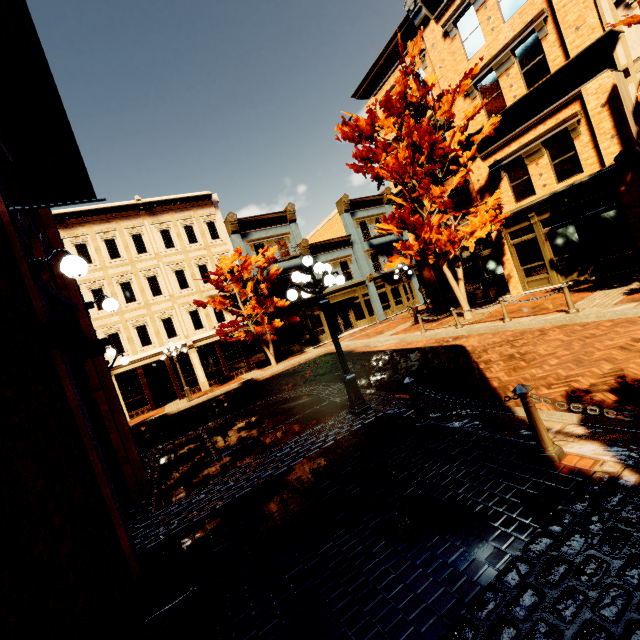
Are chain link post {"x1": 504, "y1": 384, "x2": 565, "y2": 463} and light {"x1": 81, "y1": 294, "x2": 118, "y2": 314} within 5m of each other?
no

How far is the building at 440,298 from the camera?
19.8m

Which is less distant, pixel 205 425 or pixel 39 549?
pixel 39 549

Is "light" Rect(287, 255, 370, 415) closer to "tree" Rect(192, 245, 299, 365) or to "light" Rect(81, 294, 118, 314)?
"light" Rect(81, 294, 118, 314)

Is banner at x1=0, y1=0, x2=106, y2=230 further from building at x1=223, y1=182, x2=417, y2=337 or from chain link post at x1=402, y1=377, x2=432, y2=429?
building at x1=223, y1=182, x2=417, y2=337

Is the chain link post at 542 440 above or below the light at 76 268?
below

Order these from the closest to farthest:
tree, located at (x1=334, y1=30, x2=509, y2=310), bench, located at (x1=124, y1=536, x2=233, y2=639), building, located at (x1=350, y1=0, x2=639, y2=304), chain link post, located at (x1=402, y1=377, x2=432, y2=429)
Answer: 1. bench, located at (x1=124, y1=536, x2=233, y2=639)
2. chain link post, located at (x1=402, y1=377, x2=432, y2=429)
3. building, located at (x1=350, y1=0, x2=639, y2=304)
4. tree, located at (x1=334, y1=30, x2=509, y2=310)

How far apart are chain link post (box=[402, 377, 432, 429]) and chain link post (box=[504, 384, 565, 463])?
1.69m
